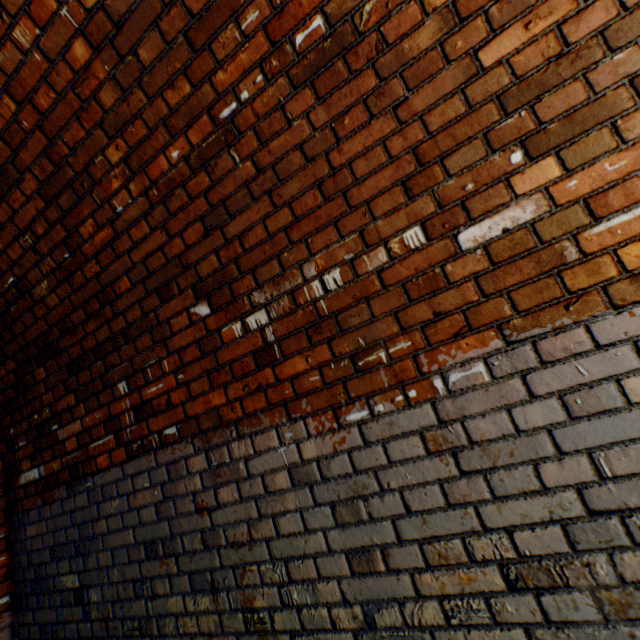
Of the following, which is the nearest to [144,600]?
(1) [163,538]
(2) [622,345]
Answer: (1) [163,538]

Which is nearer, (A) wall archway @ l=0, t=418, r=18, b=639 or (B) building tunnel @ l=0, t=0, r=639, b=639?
(B) building tunnel @ l=0, t=0, r=639, b=639

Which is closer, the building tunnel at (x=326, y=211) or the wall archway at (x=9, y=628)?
the building tunnel at (x=326, y=211)
